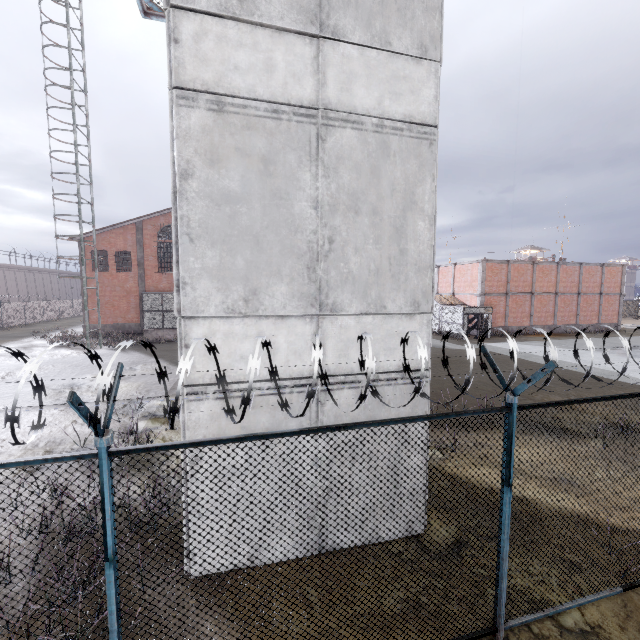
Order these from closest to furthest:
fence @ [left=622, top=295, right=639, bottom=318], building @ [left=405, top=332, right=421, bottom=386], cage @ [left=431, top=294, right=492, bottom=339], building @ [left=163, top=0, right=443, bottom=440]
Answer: building @ [left=163, top=0, right=443, bottom=440]
building @ [left=405, top=332, right=421, bottom=386]
cage @ [left=431, top=294, right=492, bottom=339]
fence @ [left=622, top=295, right=639, bottom=318]

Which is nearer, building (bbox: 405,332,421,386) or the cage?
building (bbox: 405,332,421,386)

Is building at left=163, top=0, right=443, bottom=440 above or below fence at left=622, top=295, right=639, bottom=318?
above

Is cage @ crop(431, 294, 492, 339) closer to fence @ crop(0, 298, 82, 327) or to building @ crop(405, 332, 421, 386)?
fence @ crop(0, 298, 82, 327)

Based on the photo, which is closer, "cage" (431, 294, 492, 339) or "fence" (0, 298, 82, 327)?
"cage" (431, 294, 492, 339)

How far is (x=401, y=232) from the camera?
5.18m

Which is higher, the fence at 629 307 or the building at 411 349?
the building at 411 349

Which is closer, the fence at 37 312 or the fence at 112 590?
the fence at 112 590
